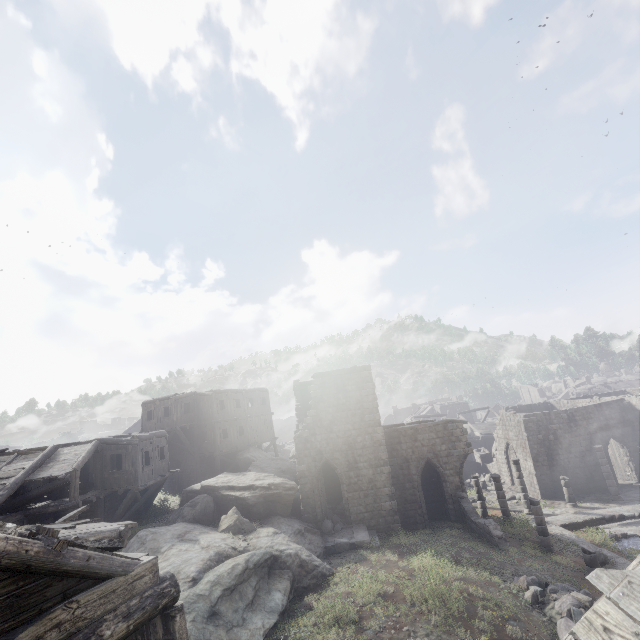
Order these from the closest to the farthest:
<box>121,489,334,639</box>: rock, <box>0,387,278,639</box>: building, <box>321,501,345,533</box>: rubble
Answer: <box>0,387,278,639</box>: building < <box>121,489,334,639</box>: rock < <box>321,501,345,533</box>: rubble

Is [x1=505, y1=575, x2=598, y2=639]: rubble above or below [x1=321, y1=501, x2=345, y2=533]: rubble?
below

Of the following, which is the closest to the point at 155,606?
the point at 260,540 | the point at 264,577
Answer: the point at 264,577

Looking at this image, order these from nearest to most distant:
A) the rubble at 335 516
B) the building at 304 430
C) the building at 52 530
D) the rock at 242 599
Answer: the building at 52 530, the rock at 242 599, the building at 304 430, the rubble at 335 516

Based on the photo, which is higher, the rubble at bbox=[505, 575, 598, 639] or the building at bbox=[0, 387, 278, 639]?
the building at bbox=[0, 387, 278, 639]

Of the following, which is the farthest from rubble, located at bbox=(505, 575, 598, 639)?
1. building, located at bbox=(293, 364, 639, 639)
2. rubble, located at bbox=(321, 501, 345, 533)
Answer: rubble, located at bbox=(321, 501, 345, 533)

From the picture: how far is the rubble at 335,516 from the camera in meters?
Result: 19.8 m

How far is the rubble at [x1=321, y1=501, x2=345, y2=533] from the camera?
19.8m
